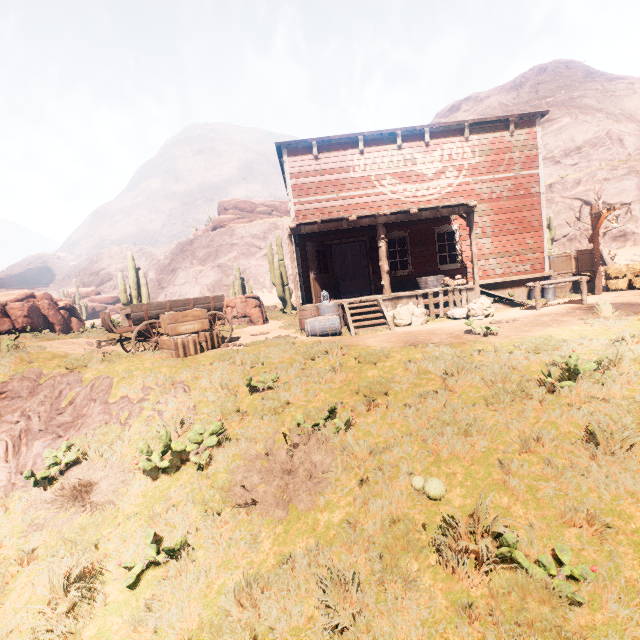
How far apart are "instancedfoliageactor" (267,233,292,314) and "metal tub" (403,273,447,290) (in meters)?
8.93

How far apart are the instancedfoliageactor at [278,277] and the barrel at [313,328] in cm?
857

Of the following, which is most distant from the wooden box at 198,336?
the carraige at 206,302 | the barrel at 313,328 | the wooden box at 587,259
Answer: the wooden box at 587,259

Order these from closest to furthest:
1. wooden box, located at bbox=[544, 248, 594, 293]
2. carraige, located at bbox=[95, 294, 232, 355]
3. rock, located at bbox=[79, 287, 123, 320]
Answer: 1. carraige, located at bbox=[95, 294, 232, 355]
2. wooden box, located at bbox=[544, 248, 594, 293]
3. rock, located at bbox=[79, 287, 123, 320]

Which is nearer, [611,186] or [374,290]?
[374,290]

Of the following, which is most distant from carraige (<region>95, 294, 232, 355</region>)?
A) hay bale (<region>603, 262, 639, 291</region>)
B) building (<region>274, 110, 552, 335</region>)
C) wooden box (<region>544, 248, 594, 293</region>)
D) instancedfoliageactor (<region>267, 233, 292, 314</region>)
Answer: hay bale (<region>603, 262, 639, 291</region>)

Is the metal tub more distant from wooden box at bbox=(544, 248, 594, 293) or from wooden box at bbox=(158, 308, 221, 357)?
wooden box at bbox=(158, 308, 221, 357)

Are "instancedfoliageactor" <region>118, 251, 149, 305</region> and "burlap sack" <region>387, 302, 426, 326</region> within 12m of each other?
no
